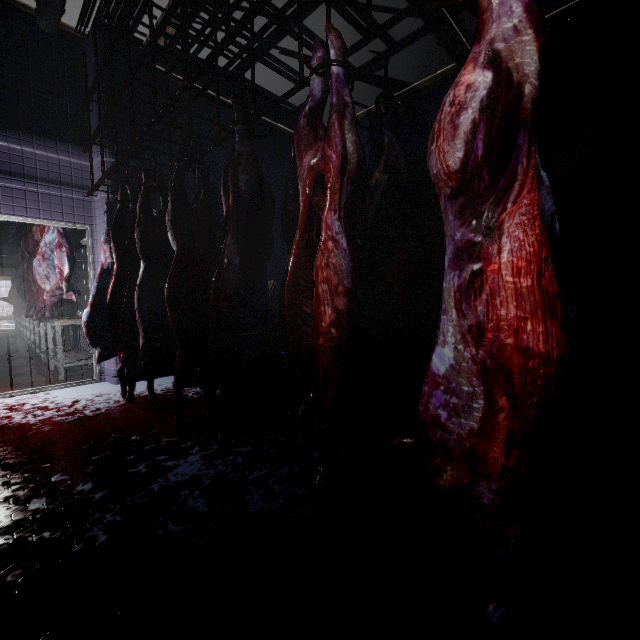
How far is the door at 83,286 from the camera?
11.7 meters

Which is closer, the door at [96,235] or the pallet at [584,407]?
the pallet at [584,407]

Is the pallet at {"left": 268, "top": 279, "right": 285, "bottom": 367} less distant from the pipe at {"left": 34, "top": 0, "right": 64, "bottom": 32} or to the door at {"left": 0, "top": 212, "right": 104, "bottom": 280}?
the door at {"left": 0, "top": 212, "right": 104, "bottom": 280}

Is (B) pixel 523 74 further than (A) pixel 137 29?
No

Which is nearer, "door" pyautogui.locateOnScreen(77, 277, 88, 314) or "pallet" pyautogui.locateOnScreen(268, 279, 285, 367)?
"pallet" pyautogui.locateOnScreen(268, 279, 285, 367)

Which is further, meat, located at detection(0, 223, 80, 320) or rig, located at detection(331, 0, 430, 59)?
meat, located at detection(0, 223, 80, 320)

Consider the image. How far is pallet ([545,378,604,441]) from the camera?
2.42m

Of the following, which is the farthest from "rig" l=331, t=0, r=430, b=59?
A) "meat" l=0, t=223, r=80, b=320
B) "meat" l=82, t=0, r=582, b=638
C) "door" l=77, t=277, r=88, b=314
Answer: "door" l=77, t=277, r=88, b=314
